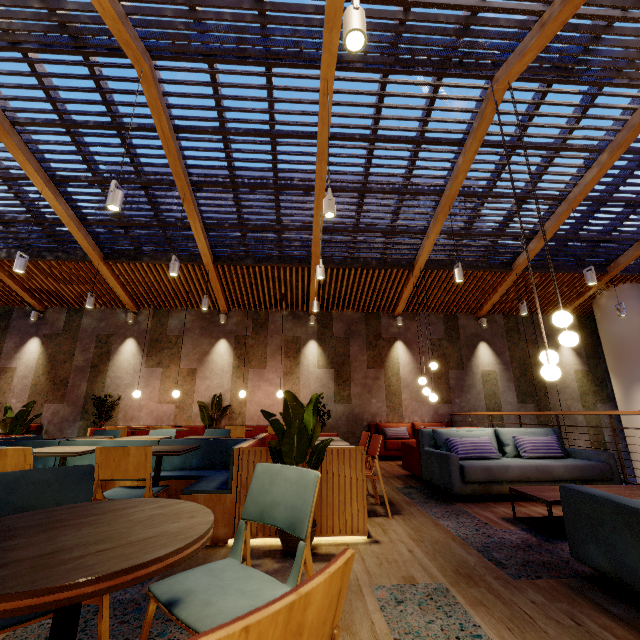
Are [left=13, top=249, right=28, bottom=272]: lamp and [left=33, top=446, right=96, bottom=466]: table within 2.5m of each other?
no

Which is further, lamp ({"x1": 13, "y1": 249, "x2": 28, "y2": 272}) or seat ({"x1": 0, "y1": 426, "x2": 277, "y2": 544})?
lamp ({"x1": 13, "y1": 249, "x2": 28, "y2": 272})

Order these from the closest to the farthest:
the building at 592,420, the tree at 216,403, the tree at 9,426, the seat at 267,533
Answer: the seat at 267,533
the tree at 9,426
the tree at 216,403
the building at 592,420

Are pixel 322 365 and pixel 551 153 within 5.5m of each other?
no

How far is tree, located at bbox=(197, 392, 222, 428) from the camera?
8.4 meters

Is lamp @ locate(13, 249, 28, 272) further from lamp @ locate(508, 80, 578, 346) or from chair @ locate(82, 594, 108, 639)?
lamp @ locate(508, 80, 578, 346)

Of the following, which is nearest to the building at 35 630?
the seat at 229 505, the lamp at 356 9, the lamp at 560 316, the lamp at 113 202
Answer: the seat at 229 505

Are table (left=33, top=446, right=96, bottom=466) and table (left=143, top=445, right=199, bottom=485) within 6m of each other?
yes
